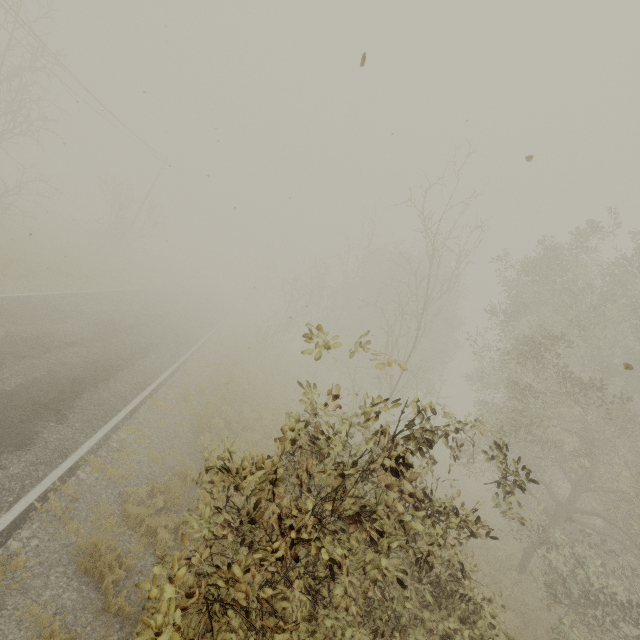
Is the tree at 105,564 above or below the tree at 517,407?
below

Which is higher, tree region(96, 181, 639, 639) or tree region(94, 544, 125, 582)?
tree region(96, 181, 639, 639)

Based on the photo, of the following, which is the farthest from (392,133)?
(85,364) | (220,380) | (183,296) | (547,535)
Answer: (183,296)

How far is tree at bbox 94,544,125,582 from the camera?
5.5 meters

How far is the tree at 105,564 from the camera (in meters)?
5.49

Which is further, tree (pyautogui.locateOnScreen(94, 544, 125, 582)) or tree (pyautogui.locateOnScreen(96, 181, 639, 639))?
tree (pyautogui.locateOnScreen(94, 544, 125, 582))
